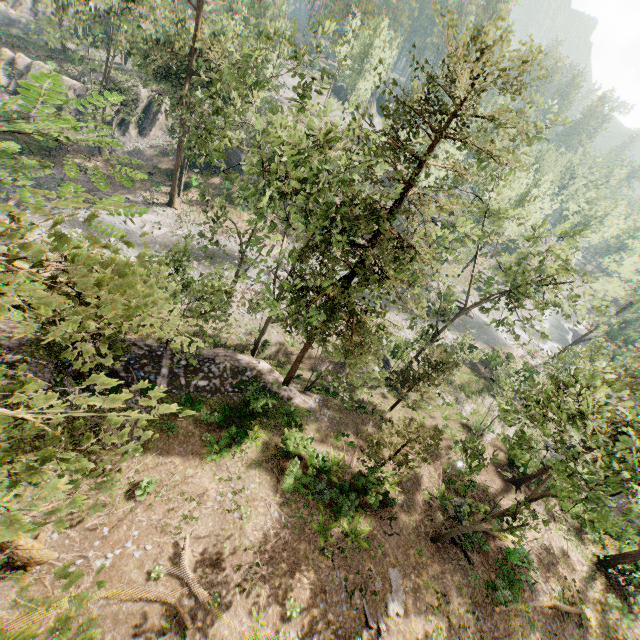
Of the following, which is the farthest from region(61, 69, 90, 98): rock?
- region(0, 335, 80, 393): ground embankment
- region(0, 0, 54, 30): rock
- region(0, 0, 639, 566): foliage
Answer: region(0, 335, 80, 393): ground embankment

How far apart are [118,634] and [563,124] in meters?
31.8

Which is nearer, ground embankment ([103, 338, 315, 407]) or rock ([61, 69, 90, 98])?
ground embankment ([103, 338, 315, 407])

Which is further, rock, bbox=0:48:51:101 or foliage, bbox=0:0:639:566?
rock, bbox=0:48:51:101

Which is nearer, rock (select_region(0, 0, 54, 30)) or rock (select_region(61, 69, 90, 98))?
rock (select_region(61, 69, 90, 98))

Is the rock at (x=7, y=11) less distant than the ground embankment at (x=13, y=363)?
No

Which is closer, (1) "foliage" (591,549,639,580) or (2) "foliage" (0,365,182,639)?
(2) "foliage" (0,365,182,639)

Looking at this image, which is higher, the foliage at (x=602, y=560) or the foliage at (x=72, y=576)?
the foliage at (x=72, y=576)
